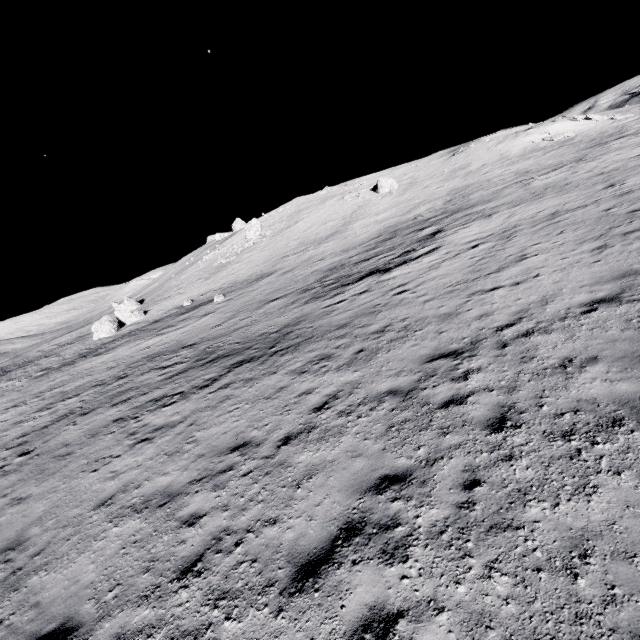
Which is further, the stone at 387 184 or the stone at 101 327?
the stone at 387 184

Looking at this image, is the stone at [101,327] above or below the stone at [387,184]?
below

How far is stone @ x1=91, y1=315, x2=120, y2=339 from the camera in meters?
37.2

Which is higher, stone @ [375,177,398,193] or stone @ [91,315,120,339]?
stone @ [375,177,398,193]

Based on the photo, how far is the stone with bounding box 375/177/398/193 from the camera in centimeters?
4975cm

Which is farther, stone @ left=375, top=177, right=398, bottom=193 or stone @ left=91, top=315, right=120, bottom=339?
stone @ left=375, top=177, right=398, bottom=193

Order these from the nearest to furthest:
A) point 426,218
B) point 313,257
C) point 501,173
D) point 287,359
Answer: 1. point 287,359
2. point 426,218
3. point 313,257
4. point 501,173
